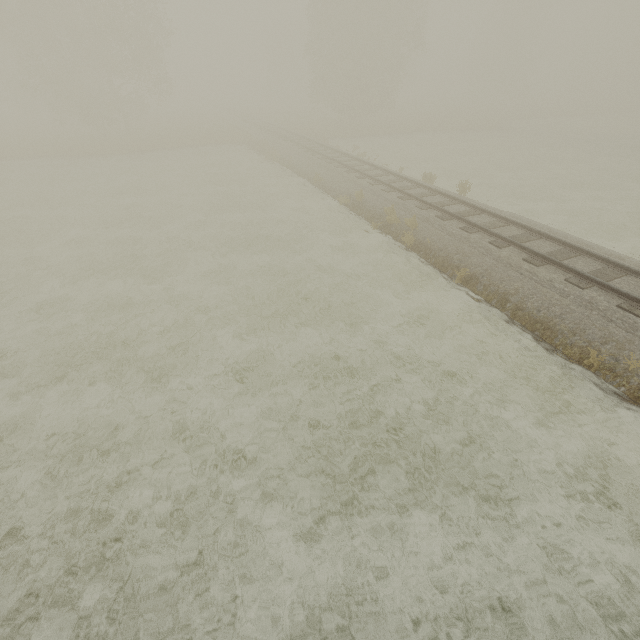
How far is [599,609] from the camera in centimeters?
460cm
